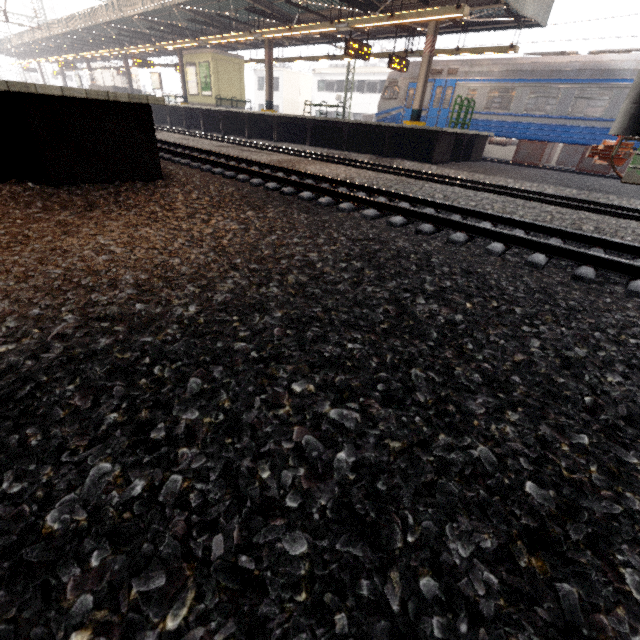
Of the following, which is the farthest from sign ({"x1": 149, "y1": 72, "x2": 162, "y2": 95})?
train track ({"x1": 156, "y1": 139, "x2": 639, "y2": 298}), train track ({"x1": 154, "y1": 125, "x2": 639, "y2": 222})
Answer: train track ({"x1": 156, "y1": 139, "x2": 639, "y2": 298})

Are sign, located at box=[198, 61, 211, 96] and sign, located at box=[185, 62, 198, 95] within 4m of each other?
yes

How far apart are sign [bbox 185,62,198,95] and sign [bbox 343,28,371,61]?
13.31m

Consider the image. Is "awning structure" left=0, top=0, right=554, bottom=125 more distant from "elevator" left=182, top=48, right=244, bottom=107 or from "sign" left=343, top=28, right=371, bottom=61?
"elevator" left=182, top=48, right=244, bottom=107

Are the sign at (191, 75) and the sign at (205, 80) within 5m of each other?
yes

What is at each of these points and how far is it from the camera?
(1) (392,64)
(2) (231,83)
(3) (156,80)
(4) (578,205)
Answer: (1) sign, 14.7m
(2) elevator, 21.0m
(3) sign, 25.9m
(4) train track, 6.7m

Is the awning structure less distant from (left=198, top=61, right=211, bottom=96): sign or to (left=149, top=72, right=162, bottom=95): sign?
(left=149, top=72, right=162, bottom=95): sign

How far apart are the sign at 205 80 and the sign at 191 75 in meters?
0.3
